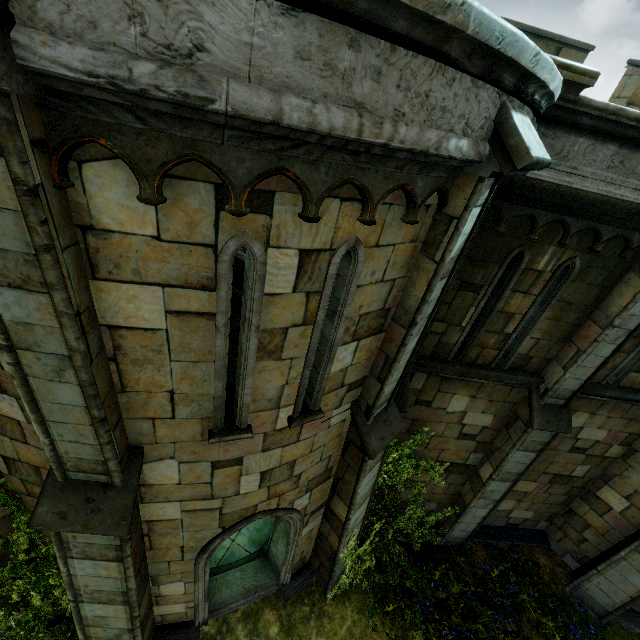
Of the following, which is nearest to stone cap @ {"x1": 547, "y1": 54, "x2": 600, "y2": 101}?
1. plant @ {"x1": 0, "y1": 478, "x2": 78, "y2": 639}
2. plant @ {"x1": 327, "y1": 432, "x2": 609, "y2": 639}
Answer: plant @ {"x1": 327, "y1": 432, "x2": 609, "y2": 639}

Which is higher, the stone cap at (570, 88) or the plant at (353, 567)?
the stone cap at (570, 88)

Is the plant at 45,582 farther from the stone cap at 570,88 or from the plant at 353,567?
the stone cap at 570,88

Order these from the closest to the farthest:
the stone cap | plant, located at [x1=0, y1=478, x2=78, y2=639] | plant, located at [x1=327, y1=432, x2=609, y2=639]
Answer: the stone cap → plant, located at [x1=0, y1=478, x2=78, y2=639] → plant, located at [x1=327, y1=432, x2=609, y2=639]

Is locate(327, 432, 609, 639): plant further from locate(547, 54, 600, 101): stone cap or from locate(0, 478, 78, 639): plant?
locate(547, 54, 600, 101): stone cap

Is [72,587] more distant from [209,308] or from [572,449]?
[572,449]

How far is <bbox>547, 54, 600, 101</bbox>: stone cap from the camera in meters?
3.6 m
